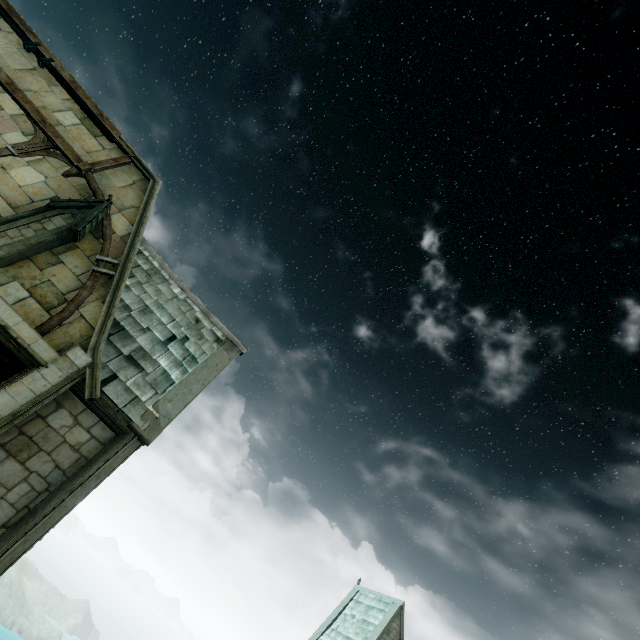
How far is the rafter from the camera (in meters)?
8.05

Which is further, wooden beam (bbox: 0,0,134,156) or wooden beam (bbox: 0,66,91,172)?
wooden beam (bbox: 0,0,134,156)

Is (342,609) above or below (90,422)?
above

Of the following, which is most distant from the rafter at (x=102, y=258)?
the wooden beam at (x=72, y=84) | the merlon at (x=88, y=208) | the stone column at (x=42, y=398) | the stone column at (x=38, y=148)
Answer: the wooden beam at (x=72, y=84)

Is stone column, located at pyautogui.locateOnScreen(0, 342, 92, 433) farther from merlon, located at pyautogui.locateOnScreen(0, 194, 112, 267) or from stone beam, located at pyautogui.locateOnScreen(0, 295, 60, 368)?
merlon, located at pyautogui.locateOnScreen(0, 194, 112, 267)

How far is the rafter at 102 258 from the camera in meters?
8.0 m

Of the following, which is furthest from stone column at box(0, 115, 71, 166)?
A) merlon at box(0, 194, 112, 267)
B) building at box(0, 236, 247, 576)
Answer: building at box(0, 236, 247, 576)

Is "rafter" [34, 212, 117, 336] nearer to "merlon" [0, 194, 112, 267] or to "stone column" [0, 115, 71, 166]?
"merlon" [0, 194, 112, 267]
